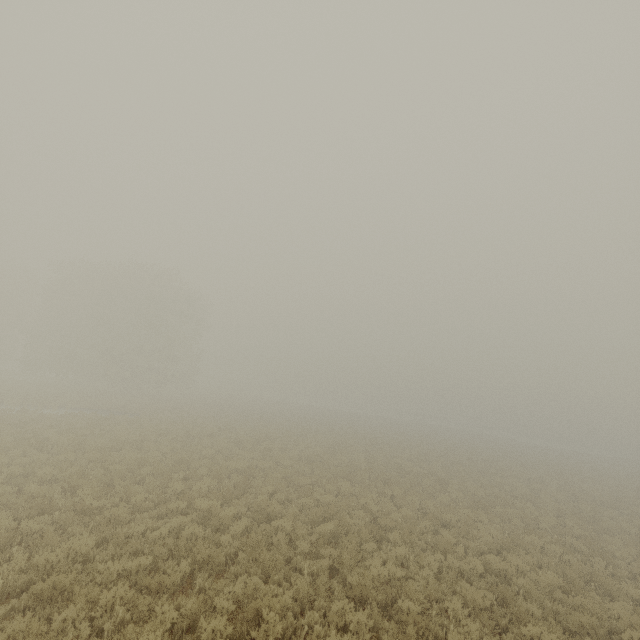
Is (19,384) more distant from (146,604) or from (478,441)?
(478,441)
